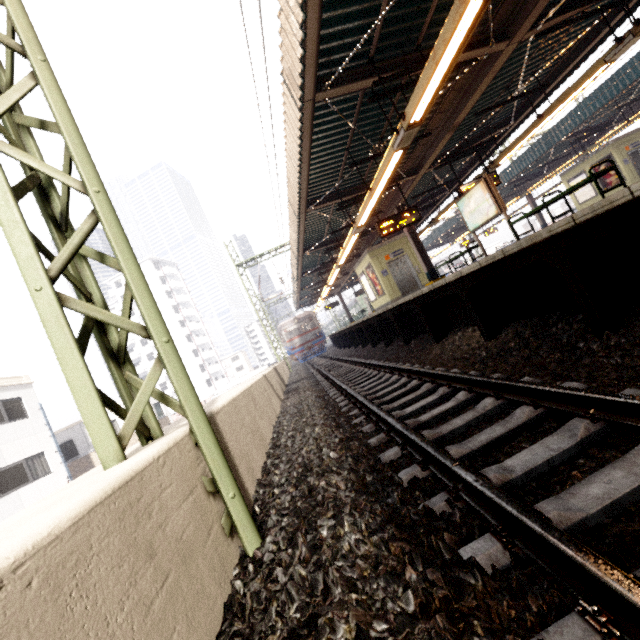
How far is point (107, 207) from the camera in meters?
2.3 m

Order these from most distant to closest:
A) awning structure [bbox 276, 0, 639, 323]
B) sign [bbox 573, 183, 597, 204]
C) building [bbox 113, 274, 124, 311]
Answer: building [bbox 113, 274, 124, 311] → sign [bbox 573, 183, 597, 204] → awning structure [bbox 276, 0, 639, 323]

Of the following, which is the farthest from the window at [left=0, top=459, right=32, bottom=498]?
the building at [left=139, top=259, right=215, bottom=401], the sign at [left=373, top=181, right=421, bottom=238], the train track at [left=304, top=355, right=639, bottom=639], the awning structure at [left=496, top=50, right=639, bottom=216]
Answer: the building at [left=139, top=259, right=215, bottom=401]

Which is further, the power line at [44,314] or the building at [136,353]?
the building at [136,353]

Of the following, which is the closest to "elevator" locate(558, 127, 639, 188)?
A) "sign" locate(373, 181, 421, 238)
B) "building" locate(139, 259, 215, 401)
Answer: "sign" locate(373, 181, 421, 238)

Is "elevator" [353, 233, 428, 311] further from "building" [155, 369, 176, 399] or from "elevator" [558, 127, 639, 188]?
"building" [155, 369, 176, 399]

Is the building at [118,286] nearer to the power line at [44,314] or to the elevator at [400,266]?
the elevator at [400,266]

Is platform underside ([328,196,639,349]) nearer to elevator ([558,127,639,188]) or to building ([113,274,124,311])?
elevator ([558,127,639,188])
